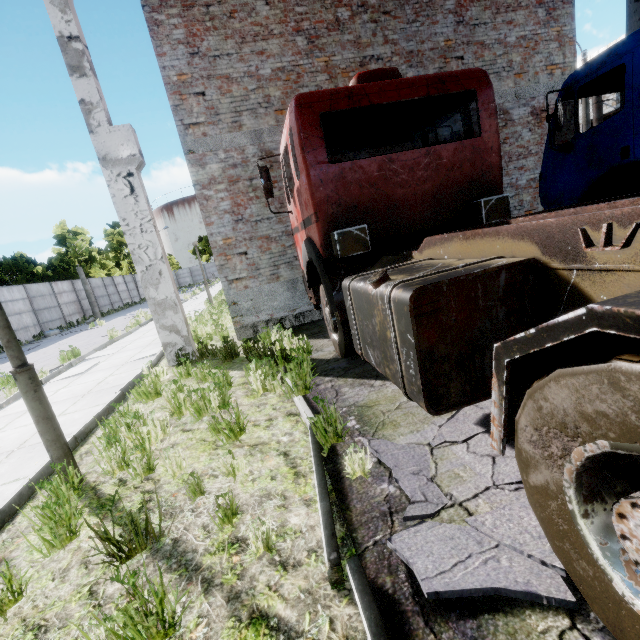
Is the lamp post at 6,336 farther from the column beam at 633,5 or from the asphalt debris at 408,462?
the column beam at 633,5

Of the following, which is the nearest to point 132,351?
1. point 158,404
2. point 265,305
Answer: point 265,305

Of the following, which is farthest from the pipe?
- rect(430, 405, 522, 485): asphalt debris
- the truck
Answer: rect(430, 405, 522, 485): asphalt debris

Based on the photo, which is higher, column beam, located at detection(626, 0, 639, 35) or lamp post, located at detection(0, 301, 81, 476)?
column beam, located at detection(626, 0, 639, 35)

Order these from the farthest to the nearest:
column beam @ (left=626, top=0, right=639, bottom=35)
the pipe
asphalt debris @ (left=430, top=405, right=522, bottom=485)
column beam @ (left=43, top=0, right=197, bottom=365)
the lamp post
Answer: the pipe
column beam @ (left=626, top=0, right=639, bottom=35)
column beam @ (left=43, top=0, right=197, bottom=365)
the lamp post
asphalt debris @ (left=430, top=405, right=522, bottom=485)

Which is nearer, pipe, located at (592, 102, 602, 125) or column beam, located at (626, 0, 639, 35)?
column beam, located at (626, 0, 639, 35)

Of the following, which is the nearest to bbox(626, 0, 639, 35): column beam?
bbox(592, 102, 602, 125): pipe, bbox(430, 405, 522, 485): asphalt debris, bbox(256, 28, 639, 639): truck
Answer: bbox(256, 28, 639, 639): truck

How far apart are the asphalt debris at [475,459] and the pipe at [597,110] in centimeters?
3234cm
